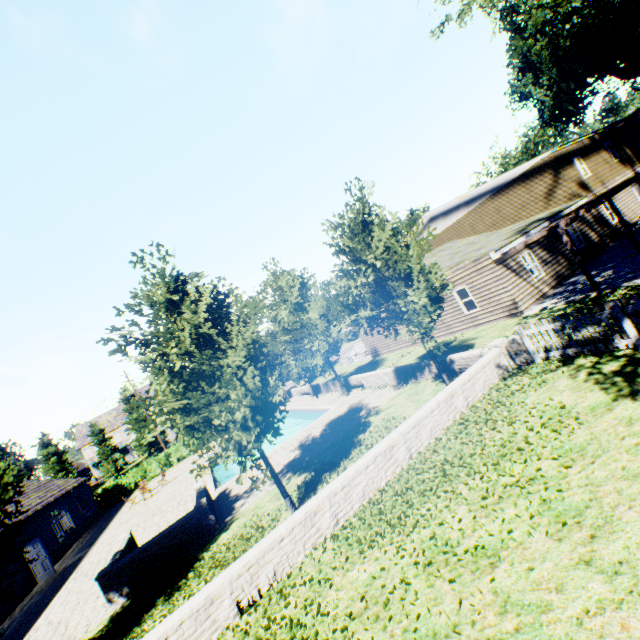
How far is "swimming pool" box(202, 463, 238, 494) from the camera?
15.9 meters

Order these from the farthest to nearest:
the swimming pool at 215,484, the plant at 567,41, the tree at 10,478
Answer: the plant at 567,41 → the swimming pool at 215,484 → the tree at 10,478

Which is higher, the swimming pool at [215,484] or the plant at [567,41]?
the plant at [567,41]

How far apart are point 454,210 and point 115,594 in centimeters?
3069cm

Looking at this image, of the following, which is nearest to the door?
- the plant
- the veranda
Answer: the plant

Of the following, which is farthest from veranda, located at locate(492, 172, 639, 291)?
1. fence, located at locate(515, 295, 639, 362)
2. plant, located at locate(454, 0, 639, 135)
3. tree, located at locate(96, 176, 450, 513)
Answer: plant, located at locate(454, 0, 639, 135)

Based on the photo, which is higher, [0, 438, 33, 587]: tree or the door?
[0, 438, 33, 587]: tree

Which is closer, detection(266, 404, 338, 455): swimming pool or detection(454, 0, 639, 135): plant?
detection(266, 404, 338, 455): swimming pool
